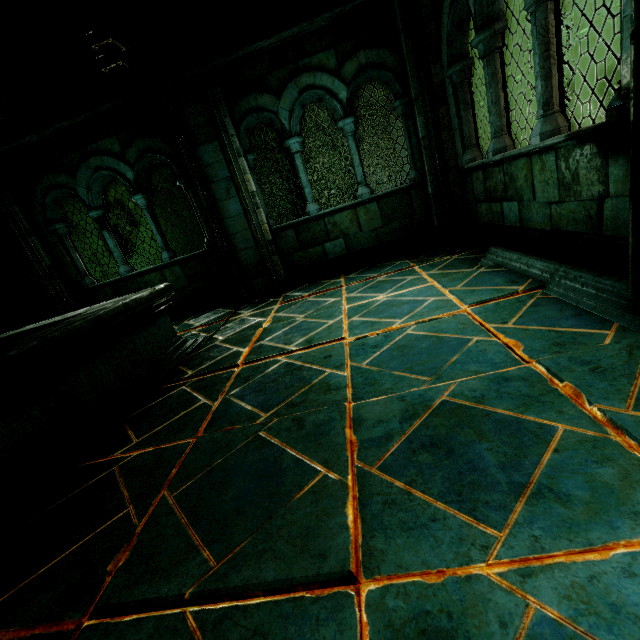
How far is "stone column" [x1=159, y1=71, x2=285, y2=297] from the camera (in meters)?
5.03

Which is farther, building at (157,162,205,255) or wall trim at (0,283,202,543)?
building at (157,162,205,255)

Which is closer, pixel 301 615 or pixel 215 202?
pixel 301 615

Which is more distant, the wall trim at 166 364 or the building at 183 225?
the building at 183 225

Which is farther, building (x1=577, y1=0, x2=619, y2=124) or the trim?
building (x1=577, y1=0, x2=619, y2=124)

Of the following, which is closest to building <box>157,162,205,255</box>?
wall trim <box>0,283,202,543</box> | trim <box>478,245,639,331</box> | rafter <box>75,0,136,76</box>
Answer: A: rafter <box>75,0,136,76</box>

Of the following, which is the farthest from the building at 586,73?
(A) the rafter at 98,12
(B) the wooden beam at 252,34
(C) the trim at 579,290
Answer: (C) the trim at 579,290

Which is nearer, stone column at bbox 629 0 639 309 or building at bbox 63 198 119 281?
stone column at bbox 629 0 639 309
